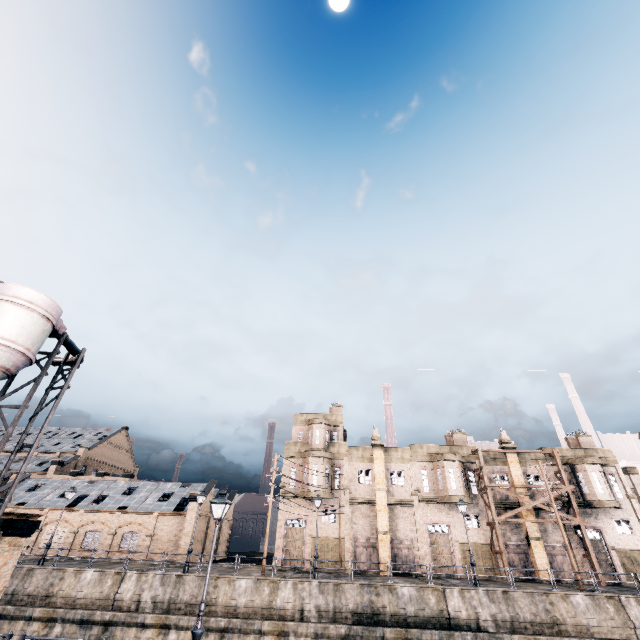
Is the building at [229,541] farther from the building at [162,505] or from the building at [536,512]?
the building at [536,512]

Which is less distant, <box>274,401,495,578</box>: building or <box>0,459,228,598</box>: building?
<box>0,459,228,598</box>: building

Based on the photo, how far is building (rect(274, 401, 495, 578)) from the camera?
33.3 meters

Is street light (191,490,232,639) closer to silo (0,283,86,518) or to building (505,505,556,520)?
silo (0,283,86,518)

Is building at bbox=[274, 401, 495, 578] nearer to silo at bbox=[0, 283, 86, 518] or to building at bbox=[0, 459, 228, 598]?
building at bbox=[0, 459, 228, 598]

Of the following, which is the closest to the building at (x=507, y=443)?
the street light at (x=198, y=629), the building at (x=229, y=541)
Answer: the building at (x=229, y=541)

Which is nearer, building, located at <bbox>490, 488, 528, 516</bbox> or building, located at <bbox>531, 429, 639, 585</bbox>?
building, located at <bbox>531, 429, 639, 585</bbox>

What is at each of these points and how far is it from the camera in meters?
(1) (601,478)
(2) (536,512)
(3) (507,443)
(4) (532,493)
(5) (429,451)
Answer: (1) building, 34.9 m
(2) building, 34.6 m
(3) building, 38.1 m
(4) building, 35.5 m
(5) building, 38.2 m
